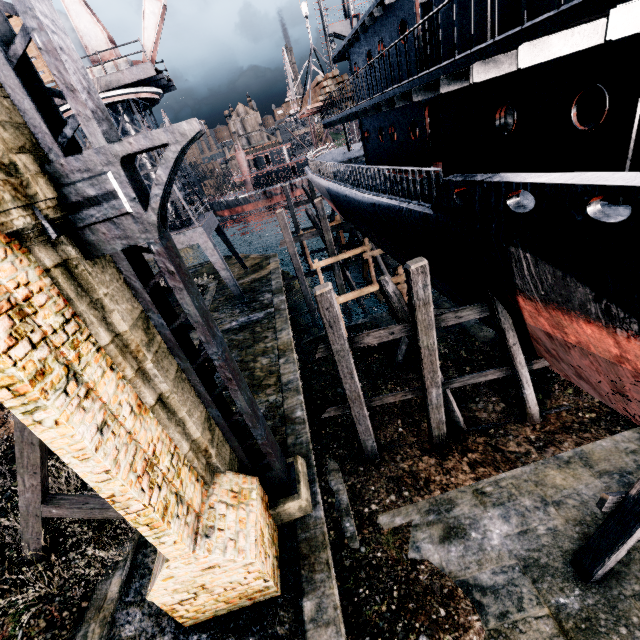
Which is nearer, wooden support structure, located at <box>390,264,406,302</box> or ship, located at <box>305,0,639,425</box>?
ship, located at <box>305,0,639,425</box>

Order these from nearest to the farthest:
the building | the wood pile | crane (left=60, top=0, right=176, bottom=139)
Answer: the building → crane (left=60, top=0, right=176, bottom=139) → the wood pile

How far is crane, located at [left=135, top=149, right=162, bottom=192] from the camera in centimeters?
2073cm

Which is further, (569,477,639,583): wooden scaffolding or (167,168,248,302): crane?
(167,168,248,302): crane

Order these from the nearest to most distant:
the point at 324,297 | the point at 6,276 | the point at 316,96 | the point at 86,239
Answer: the point at 6,276
the point at 86,239
the point at 324,297
the point at 316,96

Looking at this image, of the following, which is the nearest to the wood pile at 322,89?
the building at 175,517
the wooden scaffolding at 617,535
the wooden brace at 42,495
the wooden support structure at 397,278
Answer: the wooden support structure at 397,278

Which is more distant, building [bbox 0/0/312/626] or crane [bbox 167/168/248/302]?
crane [bbox 167/168/248/302]

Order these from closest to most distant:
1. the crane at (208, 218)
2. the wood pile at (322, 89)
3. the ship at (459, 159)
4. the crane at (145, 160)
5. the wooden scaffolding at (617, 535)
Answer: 1. the ship at (459, 159)
2. the wooden scaffolding at (617, 535)
3. the wood pile at (322, 89)
4. the crane at (145, 160)
5. the crane at (208, 218)
